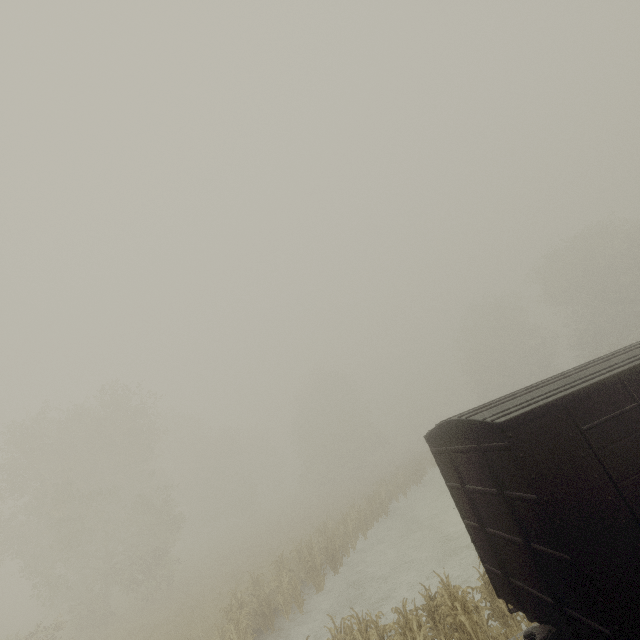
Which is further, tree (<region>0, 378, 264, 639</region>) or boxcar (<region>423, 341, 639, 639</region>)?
tree (<region>0, 378, 264, 639</region>)

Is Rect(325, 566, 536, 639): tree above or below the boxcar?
below

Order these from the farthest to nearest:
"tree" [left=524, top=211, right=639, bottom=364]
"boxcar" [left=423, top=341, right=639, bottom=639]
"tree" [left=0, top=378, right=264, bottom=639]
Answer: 1. "tree" [left=524, top=211, right=639, bottom=364]
2. "tree" [left=0, top=378, right=264, bottom=639]
3. "boxcar" [left=423, top=341, right=639, bottom=639]

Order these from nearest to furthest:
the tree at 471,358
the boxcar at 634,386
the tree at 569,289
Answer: the boxcar at 634,386
the tree at 569,289
the tree at 471,358

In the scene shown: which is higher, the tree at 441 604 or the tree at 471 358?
the tree at 471 358

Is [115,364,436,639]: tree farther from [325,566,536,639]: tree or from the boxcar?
the boxcar

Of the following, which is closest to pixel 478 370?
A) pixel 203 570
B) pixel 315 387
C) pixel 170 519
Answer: pixel 315 387

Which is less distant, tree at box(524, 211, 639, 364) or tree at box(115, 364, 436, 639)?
tree at box(115, 364, 436, 639)
